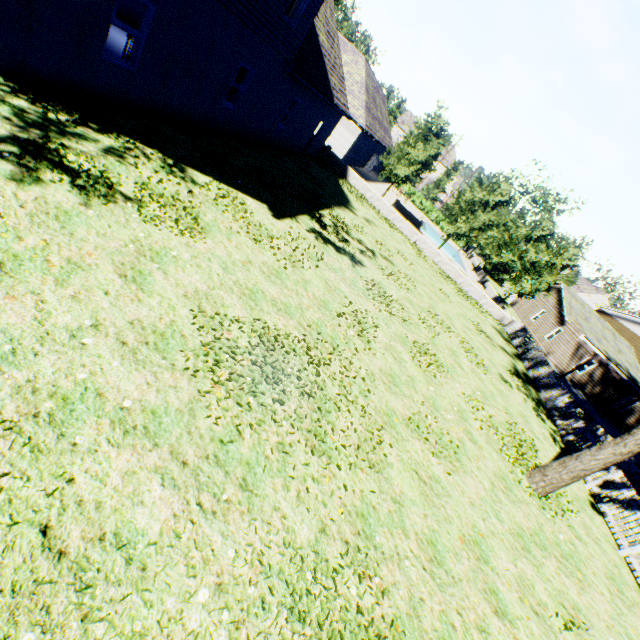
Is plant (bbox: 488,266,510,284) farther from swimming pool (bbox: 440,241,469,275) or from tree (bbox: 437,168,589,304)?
swimming pool (bbox: 440,241,469,275)

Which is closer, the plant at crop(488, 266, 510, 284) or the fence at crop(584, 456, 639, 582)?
the fence at crop(584, 456, 639, 582)

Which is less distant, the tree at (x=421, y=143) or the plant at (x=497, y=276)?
the tree at (x=421, y=143)

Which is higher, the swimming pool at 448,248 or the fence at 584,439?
the fence at 584,439

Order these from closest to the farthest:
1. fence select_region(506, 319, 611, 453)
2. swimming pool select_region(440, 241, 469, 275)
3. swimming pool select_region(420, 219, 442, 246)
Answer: fence select_region(506, 319, 611, 453), swimming pool select_region(440, 241, 469, 275), swimming pool select_region(420, 219, 442, 246)

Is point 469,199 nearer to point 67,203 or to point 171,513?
point 67,203

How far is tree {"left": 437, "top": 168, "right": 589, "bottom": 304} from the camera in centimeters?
2400cm
